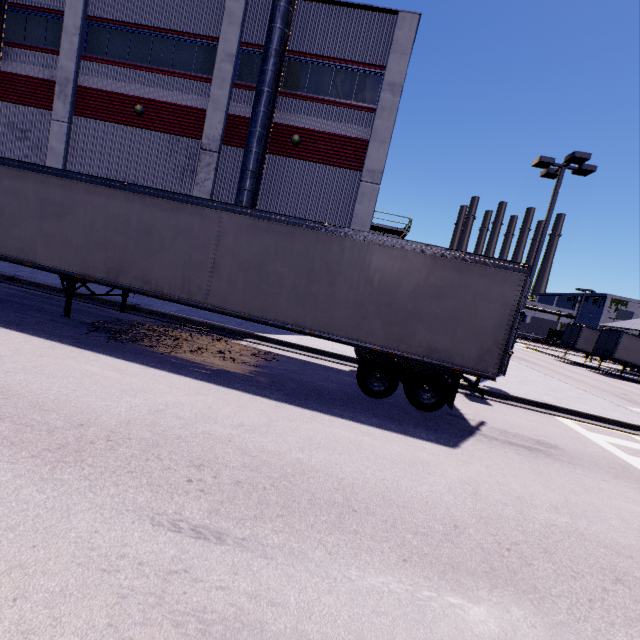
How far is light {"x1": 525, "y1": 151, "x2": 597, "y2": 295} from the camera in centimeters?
1345cm

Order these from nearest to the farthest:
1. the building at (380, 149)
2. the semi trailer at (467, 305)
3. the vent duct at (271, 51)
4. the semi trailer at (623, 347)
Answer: the semi trailer at (467, 305) → the vent duct at (271, 51) → the building at (380, 149) → the semi trailer at (623, 347)

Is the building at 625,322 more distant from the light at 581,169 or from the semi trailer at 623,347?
the light at 581,169

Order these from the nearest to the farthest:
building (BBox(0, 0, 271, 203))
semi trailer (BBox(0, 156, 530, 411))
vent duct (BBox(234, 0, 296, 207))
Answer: semi trailer (BBox(0, 156, 530, 411)), vent duct (BBox(234, 0, 296, 207)), building (BBox(0, 0, 271, 203))

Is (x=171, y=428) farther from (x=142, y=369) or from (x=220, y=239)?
(x=220, y=239)

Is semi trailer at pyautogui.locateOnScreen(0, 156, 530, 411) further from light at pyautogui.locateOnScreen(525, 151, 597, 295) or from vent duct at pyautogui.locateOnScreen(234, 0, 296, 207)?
light at pyautogui.locateOnScreen(525, 151, 597, 295)

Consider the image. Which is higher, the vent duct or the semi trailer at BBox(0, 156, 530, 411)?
the vent duct

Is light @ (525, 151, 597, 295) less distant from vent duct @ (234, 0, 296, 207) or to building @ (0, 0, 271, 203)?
building @ (0, 0, 271, 203)
